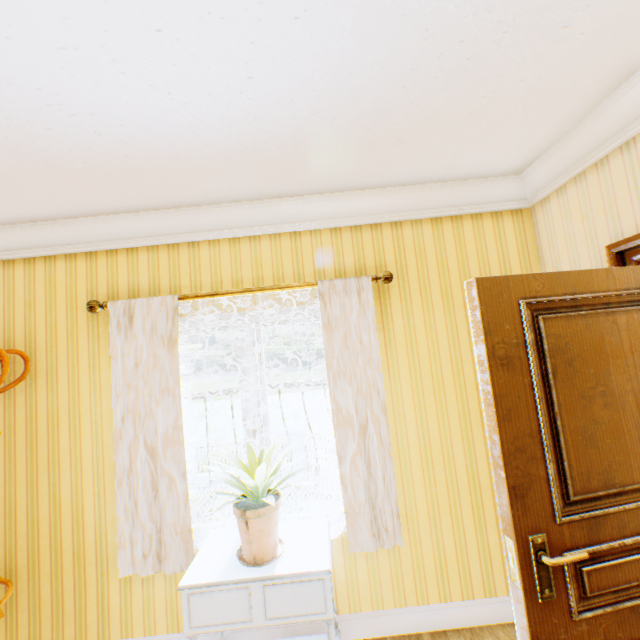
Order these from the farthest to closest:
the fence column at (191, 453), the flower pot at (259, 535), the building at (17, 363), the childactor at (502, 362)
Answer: the fence column at (191, 453), the building at (17, 363), the flower pot at (259, 535), the childactor at (502, 362)

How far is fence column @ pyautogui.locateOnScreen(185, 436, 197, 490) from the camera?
15.7m

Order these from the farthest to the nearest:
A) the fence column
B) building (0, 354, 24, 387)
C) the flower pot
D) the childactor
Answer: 1. the fence column
2. building (0, 354, 24, 387)
3. the flower pot
4. the childactor

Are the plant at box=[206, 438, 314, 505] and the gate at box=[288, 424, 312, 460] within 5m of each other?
no

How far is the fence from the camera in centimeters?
1577cm

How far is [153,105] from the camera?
1.5 meters

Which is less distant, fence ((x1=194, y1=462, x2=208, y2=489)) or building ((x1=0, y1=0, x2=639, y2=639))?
building ((x1=0, y1=0, x2=639, y2=639))

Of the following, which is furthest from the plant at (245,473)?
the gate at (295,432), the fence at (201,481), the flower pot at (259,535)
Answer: the fence at (201,481)
